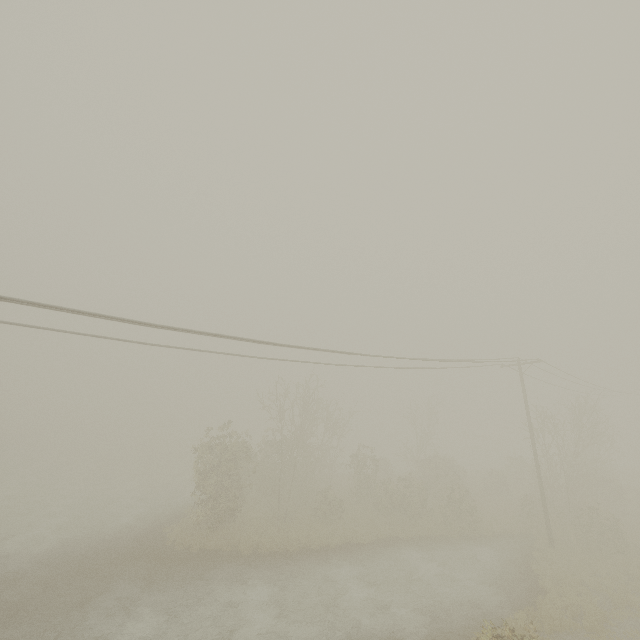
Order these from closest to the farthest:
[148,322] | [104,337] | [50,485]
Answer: [148,322], [104,337], [50,485]

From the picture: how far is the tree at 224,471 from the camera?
21.20m

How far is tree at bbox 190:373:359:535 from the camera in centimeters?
2120cm
